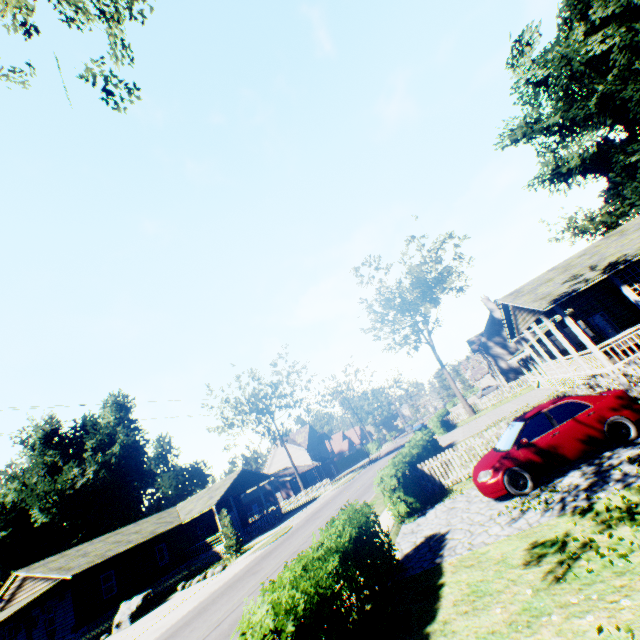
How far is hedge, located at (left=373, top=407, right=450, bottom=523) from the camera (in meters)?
11.75

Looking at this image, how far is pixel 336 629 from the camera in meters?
5.0

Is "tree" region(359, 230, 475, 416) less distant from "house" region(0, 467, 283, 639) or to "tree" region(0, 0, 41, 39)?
"house" region(0, 467, 283, 639)

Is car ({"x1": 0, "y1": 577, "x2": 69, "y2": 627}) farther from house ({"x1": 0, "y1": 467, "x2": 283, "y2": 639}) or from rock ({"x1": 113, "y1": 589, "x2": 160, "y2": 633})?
rock ({"x1": 113, "y1": 589, "x2": 160, "y2": 633})

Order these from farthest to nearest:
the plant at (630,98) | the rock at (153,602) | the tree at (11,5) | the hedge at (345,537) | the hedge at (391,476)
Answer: the plant at (630,98), the rock at (153,602), the hedge at (391,476), the tree at (11,5), the hedge at (345,537)

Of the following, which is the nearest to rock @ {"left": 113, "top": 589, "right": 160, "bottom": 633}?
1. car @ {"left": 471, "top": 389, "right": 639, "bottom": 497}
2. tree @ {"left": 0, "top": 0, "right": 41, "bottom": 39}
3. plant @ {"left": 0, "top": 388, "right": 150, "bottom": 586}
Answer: plant @ {"left": 0, "top": 388, "right": 150, "bottom": 586}

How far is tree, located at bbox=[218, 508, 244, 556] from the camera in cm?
2577

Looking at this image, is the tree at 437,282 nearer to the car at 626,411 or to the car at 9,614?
the car at 626,411
